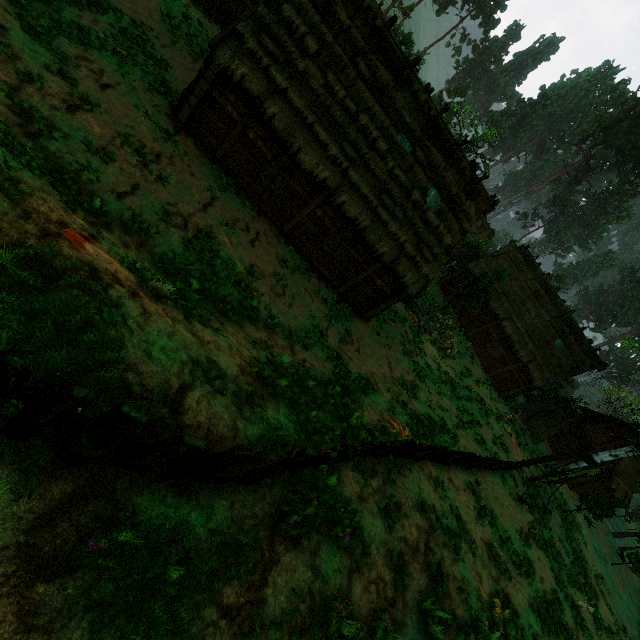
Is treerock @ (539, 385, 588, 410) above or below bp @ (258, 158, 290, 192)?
above

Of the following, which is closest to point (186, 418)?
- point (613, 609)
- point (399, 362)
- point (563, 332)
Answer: point (399, 362)

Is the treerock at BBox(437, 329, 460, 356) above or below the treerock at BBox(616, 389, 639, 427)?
below

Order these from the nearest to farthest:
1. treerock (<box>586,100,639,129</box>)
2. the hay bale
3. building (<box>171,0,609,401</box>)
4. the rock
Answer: building (<box>171,0,609,401</box>) → the rock → the hay bale → treerock (<box>586,100,639,129</box>)

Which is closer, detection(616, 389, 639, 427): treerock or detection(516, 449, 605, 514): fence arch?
detection(516, 449, 605, 514): fence arch

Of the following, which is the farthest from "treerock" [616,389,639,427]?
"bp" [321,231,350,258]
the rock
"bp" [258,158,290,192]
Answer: "bp" [258,158,290,192]

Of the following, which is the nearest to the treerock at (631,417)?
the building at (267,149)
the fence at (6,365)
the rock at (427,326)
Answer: the building at (267,149)

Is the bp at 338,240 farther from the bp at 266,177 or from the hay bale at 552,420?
the hay bale at 552,420
